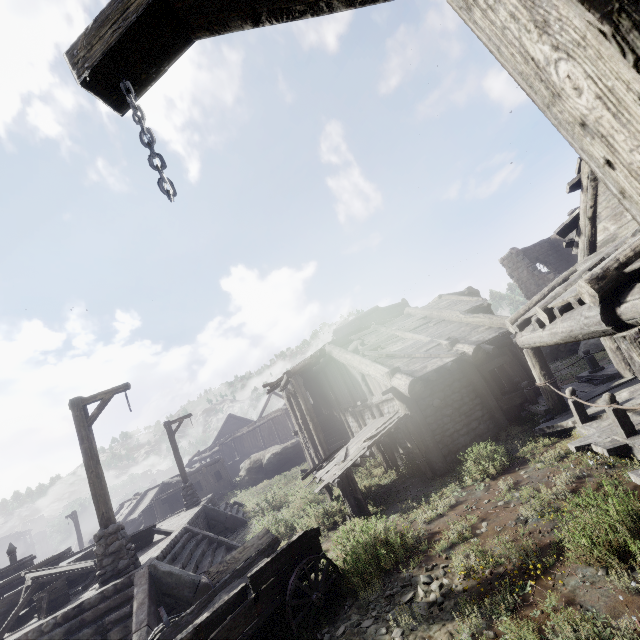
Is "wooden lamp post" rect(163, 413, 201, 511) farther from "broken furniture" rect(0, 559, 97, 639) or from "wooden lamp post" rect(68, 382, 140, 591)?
"wooden lamp post" rect(68, 382, 140, 591)

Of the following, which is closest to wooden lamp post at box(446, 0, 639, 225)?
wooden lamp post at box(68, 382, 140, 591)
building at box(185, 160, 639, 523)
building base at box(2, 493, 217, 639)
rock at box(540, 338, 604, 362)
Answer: building at box(185, 160, 639, 523)

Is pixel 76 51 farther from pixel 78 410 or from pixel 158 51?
pixel 78 410

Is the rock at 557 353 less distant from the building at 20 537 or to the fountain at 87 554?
the building at 20 537

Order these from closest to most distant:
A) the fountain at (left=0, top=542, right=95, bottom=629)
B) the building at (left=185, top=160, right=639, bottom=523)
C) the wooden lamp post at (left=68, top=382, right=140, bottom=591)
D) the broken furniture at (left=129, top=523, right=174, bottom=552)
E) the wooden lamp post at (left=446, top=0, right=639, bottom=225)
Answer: the wooden lamp post at (left=446, top=0, right=639, bottom=225)
the building at (left=185, top=160, right=639, bottom=523)
the wooden lamp post at (left=68, top=382, right=140, bottom=591)
the fountain at (left=0, top=542, right=95, bottom=629)
the broken furniture at (left=129, top=523, right=174, bottom=552)

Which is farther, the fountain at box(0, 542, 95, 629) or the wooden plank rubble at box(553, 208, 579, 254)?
the fountain at box(0, 542, 95, 629)

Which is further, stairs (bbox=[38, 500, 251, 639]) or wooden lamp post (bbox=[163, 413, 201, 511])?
wooden lamp post (bbox=[163, 413, 201, 511])

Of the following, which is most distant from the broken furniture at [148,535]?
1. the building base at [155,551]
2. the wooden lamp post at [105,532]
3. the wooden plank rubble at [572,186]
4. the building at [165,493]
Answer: the wooden plank rubble at [572,186]
